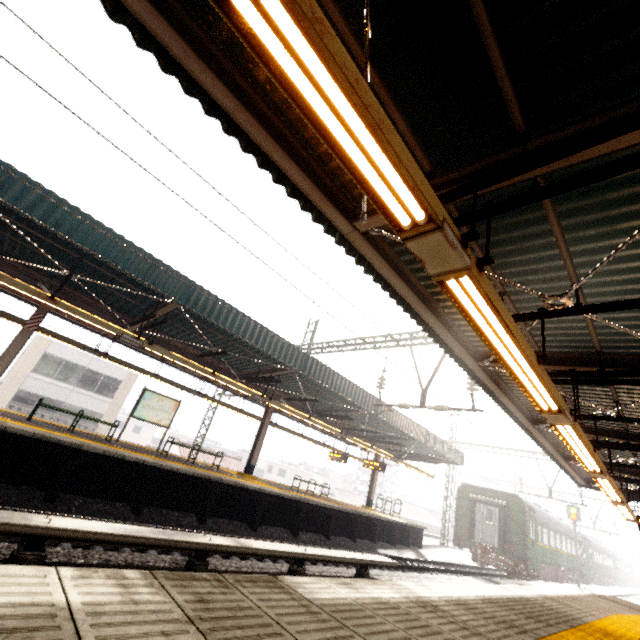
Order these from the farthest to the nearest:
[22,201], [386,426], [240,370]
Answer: [386,426]
[240,370]
[22,201]

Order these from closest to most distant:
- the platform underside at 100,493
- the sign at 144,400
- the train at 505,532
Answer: the platform underside at 100,493 < the sign at 144,400 < the train at 505,532

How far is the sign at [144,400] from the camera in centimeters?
1175cm

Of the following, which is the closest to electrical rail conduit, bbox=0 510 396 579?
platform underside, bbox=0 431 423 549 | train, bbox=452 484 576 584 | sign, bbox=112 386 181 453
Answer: platform underside, bbox=0 431 423 549

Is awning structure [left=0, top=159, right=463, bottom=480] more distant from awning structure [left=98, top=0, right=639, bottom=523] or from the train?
awning structure [left=98, top=0, right=639, bottom=523]

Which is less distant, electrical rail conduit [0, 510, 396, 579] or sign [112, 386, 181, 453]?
electrical rail conduit [0, 510, 396, 579]

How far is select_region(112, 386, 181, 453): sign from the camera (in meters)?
11.75

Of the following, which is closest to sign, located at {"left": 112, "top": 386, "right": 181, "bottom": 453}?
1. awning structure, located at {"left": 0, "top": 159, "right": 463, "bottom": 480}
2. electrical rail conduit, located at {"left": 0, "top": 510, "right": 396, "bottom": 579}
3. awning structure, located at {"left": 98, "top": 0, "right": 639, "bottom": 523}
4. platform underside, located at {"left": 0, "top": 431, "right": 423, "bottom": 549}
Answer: awning structure, located at {"left": 0, "top": 159, "right": 463, "bottom": 480}
